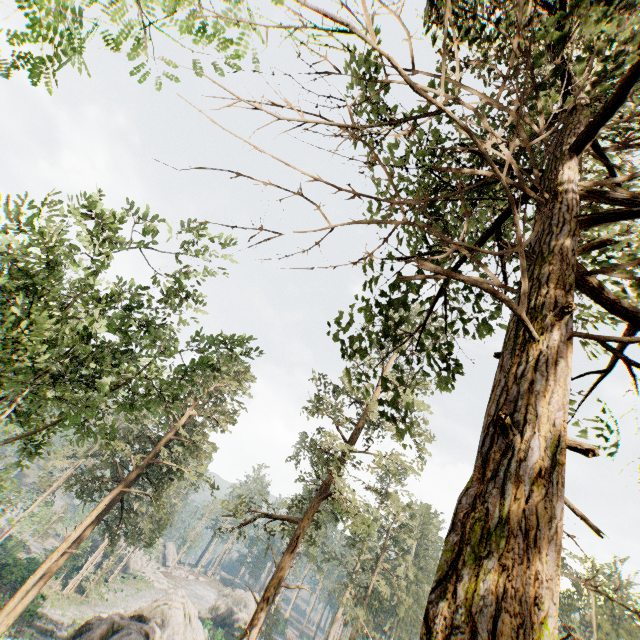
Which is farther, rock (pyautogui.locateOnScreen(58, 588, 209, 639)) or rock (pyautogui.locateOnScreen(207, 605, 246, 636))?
rock (pyautogui.locateOnScreen(207, 605, 246, 636))

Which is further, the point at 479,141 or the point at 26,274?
the point at 26,274

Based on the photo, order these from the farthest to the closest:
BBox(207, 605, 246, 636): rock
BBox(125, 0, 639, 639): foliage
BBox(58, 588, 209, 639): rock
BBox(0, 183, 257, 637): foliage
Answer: BBox(207, 605, 246, 636): rock < BBox(58, 588, 209, 639): rock < BBox(0, 183, 257, 637): foliage < BBox(125, 0, 639, 639): foliage

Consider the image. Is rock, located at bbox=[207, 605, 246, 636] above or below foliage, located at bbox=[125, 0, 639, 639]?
A: below

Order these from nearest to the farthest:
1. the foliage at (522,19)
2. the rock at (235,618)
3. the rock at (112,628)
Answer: the foliage at (522,19) < the rock at (112,628) < the rock at (235,618)

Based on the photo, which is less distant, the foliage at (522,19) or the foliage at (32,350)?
the foliage at (522,19)

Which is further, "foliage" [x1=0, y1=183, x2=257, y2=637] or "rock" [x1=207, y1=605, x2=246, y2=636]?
"rock" [x1=207, y1=605, x2=246, y2=636]

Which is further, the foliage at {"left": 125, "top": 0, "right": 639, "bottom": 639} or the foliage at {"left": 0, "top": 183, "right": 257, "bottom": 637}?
the foliage at {"left": 0, "top": 183, "right": 257, "bottom": 637}
